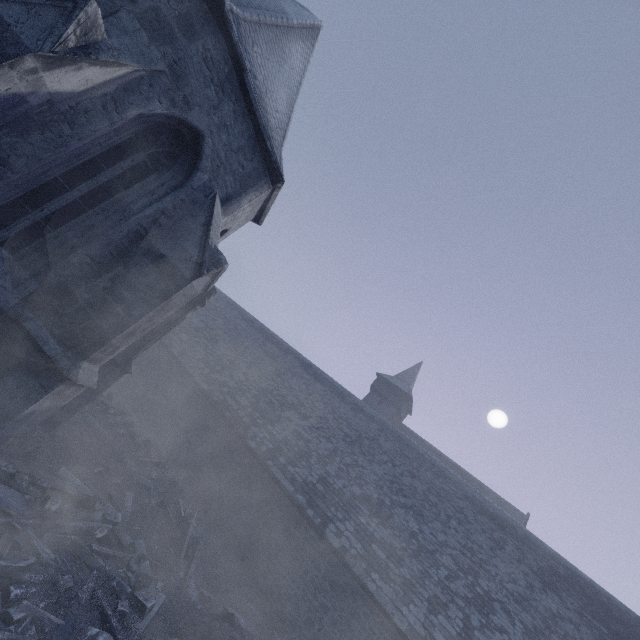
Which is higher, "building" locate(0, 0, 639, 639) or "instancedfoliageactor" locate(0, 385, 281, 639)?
"building" locate(0, 0, 639, 639)

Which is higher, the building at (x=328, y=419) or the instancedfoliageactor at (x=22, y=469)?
the building at (x=328, y=419)

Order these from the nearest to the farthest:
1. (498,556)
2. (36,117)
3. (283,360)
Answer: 1. (36,117)
2. (498,556)
3. (283,360)
